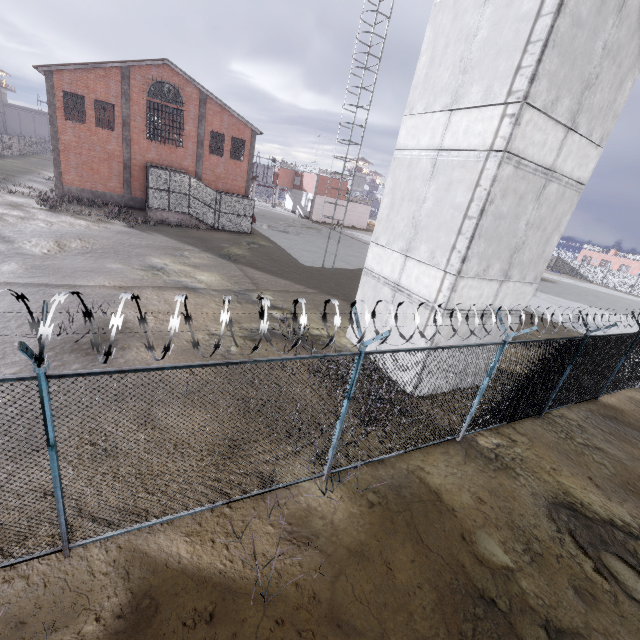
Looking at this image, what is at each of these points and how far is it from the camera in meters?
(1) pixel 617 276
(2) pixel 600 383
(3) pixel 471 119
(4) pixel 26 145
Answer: (1) fence, 51.6
(2) fence, 11.6
(3) building, 8.1
(4) fence, 56.1

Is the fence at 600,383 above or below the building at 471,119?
below

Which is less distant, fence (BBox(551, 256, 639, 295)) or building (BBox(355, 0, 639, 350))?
building (BBox(355, 0, 639, 350))

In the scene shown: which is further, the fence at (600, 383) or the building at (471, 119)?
the building at (471, 119)

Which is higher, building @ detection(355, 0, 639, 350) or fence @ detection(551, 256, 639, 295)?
building @ detection(355, 0, 639, 350)

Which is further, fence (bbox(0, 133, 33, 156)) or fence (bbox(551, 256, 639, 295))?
fence (bbox(551, 256, 639, 295))
